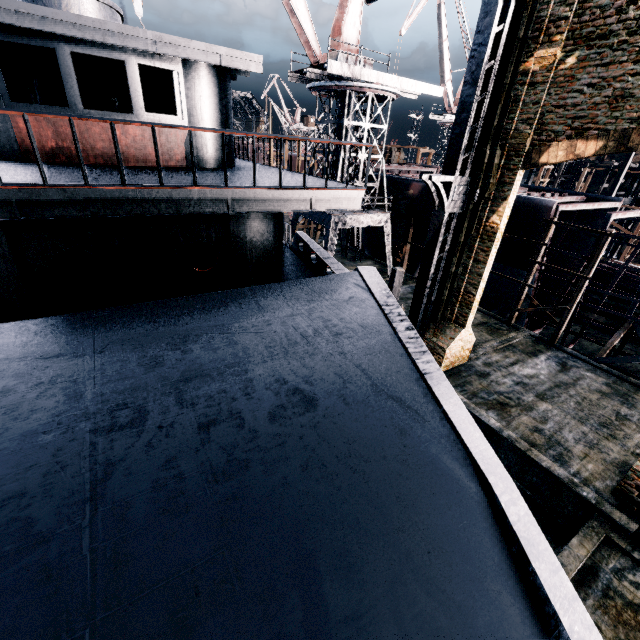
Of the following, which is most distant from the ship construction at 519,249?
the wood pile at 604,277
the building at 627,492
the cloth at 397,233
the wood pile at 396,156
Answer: the wood pile at 604,277

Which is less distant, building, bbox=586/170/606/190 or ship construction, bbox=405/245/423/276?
ship construction, bbox=405/245/423/276

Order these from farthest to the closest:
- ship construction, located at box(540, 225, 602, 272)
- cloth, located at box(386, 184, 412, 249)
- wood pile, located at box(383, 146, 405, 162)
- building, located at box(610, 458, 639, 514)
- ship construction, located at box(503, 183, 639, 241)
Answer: wood pile, located at box(383, 146, 405, 162) < cloth, located at box(386, 184, 412, 249) < ship construction, located at box(540, 225, 602, 272) < ship construction, located at box(503, 183, 639, 241) < building, located at box(610, 458, 639, 514)

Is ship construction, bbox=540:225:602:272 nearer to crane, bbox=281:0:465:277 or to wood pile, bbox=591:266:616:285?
crane, bbox=281:0:465:277

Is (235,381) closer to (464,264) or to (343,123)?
(464,264)

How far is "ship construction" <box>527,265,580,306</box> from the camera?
21.86m

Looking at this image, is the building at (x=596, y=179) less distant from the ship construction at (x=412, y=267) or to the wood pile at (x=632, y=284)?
the wood pile at (x=632, y=284)

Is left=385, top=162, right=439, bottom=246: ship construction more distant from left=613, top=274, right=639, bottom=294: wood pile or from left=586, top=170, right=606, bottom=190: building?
Result: left=586, top=170, right=606, bottom=190: building
